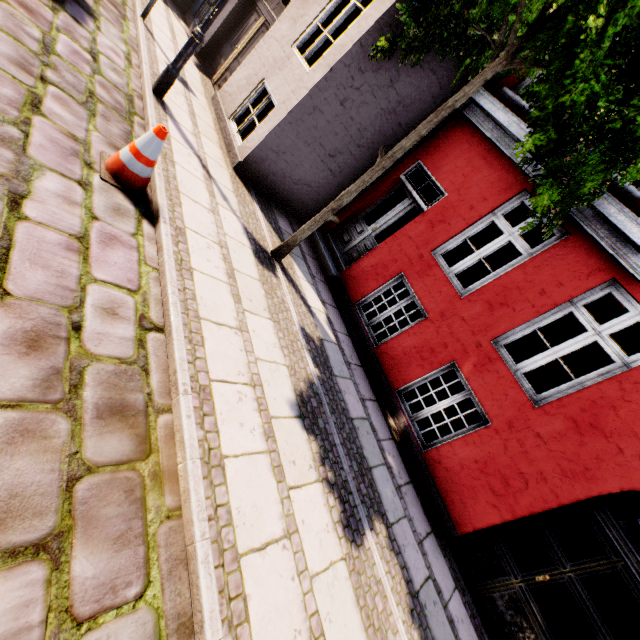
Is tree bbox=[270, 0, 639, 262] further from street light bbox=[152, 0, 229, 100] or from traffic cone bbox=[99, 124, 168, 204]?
traffic cone bbox=[99, 124, 168, 204]

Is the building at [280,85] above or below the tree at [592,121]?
below

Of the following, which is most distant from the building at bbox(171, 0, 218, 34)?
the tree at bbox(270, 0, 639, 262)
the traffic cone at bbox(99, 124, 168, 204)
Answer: the traffic cone at bbox(99, 124, 168, 204)

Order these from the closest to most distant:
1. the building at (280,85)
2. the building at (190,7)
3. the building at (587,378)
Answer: the building at (587,378) → the building at (280,85) → the building at (190,7)

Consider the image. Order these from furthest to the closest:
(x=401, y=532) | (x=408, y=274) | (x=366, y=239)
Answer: (x=366, y=239) < (x=408, y=274) < (x=401, y=532)

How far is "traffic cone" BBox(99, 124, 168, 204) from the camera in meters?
3.3 m
